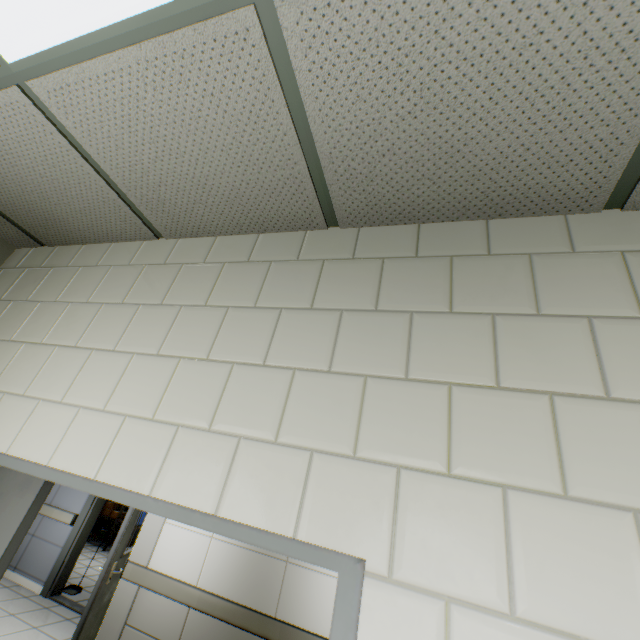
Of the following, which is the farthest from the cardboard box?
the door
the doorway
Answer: the doorway

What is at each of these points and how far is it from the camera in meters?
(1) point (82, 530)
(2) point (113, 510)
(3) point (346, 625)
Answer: (1) door, 5.7
(2) cardboard box, 9.0
(3) doorway, 0.7

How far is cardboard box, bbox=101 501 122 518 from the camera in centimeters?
889cm

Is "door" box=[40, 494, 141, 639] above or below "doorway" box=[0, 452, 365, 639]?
below

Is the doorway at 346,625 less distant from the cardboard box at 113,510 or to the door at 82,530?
the door at 82,530

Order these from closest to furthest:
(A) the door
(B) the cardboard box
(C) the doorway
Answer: (C) the doorway → (A) the door → (B) the cardboard box
